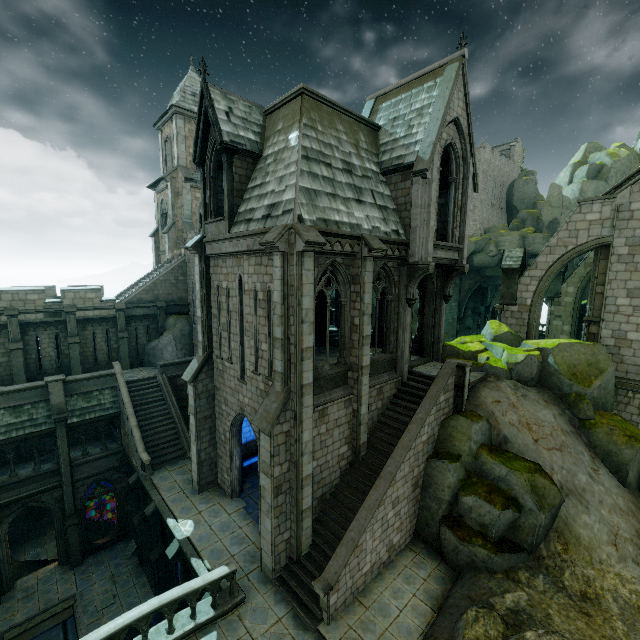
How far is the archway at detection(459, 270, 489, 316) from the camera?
42.8m

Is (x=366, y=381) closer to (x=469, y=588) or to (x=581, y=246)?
(x=469, y=588)

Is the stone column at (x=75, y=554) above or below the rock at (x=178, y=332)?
below

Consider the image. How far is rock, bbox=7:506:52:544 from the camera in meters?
21.5 m

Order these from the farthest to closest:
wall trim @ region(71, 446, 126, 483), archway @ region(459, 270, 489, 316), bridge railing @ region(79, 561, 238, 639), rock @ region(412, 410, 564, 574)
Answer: archway @ region(459, 270, 489, 316) → wall trim @ region(71, 446, 126, 483) → rock @ region(412, 410, 564, 574) → bridge railing @ region(79, 561, 238, 639)

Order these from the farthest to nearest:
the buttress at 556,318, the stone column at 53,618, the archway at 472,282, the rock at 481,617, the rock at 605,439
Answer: the archway at 472,282, the buttress at 556,318, the stone column at 53,618, the rock at 605,439, the rock at 481,617

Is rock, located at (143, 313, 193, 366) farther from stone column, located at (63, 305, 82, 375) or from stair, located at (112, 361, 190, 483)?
stone column, located at (63, 305, 82, 375)

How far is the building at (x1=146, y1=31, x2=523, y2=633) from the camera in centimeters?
1112cm
